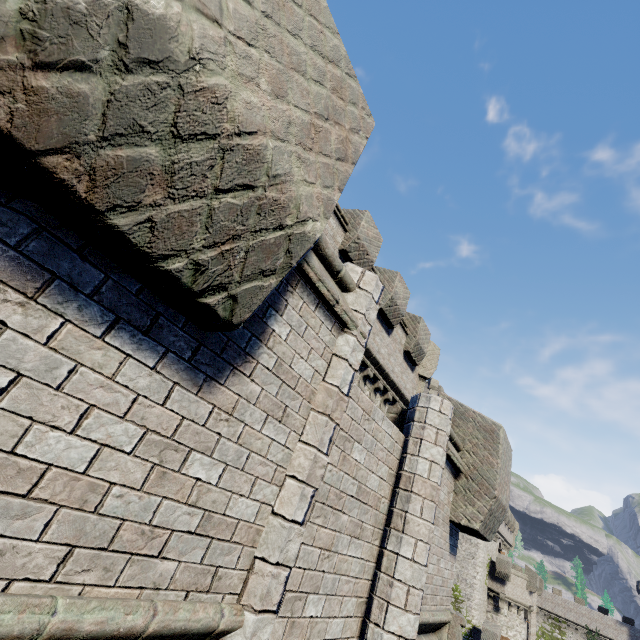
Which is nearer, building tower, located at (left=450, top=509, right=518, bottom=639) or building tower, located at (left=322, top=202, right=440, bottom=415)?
building tower, located at (left=322, top=202, right=440, bottom=415)

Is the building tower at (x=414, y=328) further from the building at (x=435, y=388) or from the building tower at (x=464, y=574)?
the building at (x=435, y=388)

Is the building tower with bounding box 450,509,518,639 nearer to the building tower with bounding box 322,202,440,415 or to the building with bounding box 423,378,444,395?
the building with bounding box 423,378,444,395

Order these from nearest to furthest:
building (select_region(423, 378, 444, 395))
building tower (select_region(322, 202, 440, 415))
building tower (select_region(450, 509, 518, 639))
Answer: building tower (select_region(322, 202, 440, 415)) → building tower (select_region(450, 509, 518, 639)) → building (select_region(423, 378, 444, 395))

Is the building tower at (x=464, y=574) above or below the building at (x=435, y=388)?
below

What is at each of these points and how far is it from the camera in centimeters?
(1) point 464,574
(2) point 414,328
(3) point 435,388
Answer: (1) building tower, 3347cm
(2) building tower, 1425cm
(3) building, 5272cm

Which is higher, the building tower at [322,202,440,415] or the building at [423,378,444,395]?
the building at [423,378,444,395]

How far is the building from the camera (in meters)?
52.69
